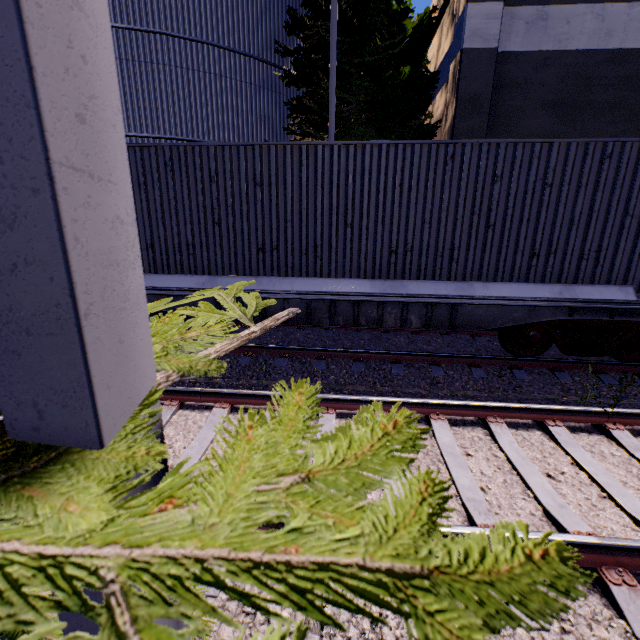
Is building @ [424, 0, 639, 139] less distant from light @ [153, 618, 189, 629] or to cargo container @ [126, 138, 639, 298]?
light @ [153, 618, 189, 629]

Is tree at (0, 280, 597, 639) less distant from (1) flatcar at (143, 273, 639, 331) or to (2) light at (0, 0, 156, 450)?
(2) light at (0, 0, 156, 450)

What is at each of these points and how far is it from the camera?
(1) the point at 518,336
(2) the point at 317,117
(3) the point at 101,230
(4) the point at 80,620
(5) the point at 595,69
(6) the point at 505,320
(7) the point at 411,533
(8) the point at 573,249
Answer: (1) bogie, 6.4 meters
(2) tree, 11.1 meters
(3) light, 0.5 meters
(4) light, 0.7 meters
(5) building, 8.8 meters
(6) flatcar, 6.0 meters
(7) tree, 0.5 meters
(8) cargo container, 5.7 meters

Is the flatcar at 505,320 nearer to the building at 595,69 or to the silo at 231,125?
the silo at 231,125

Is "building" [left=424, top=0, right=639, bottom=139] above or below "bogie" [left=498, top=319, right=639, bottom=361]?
above

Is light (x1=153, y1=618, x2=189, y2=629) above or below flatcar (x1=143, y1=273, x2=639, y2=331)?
above

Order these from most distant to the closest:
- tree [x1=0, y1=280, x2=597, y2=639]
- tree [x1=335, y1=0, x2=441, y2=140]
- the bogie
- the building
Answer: tree [x1=335, y1=0, x2=441, y2=140], the building, the bogie, tree [x1=0, y1=280, x2=597, y2=639]

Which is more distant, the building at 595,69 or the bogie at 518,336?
the building at 595,69
